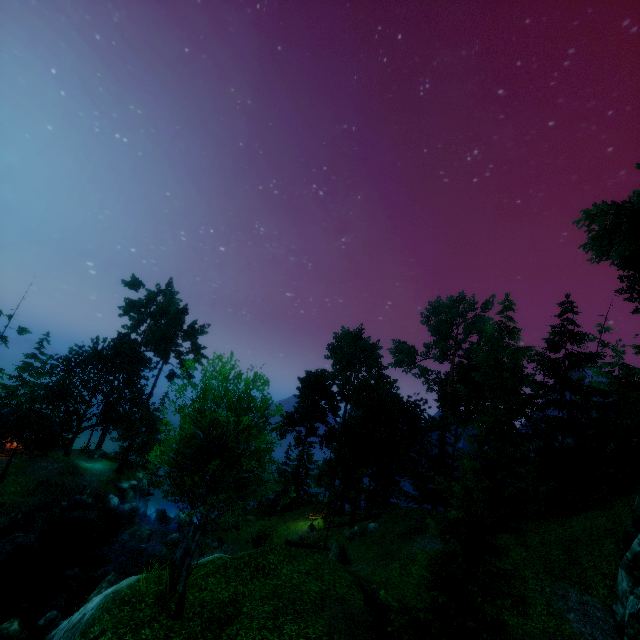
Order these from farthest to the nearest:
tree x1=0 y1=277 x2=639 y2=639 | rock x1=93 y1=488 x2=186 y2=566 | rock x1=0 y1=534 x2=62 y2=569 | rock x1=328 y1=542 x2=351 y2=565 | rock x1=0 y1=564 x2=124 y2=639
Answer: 1. rock x1=93 y1=488 x2=186 y2=566
2. rock x1=328 y1=542 x2=351 y2=565
3. rock x1=0 y1=534 x2=62 y2=569
4. rock x1=0 y1=564 x2=124 y2=639
5. tree x1=0 y1=277 x2=639 y2=639

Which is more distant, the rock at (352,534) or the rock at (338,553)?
the rock at (352,534)

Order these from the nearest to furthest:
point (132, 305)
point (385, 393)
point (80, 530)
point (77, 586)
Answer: point (77, 586)
point (80, 530)
point (385, 393)
point (132, 305)

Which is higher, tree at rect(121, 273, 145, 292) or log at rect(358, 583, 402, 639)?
tree at rect(121, 273, 145, 292)

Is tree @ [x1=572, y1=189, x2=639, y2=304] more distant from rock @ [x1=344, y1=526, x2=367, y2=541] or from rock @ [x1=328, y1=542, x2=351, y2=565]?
rock @ [x1=328, y1=542, x2=351, y2=565]

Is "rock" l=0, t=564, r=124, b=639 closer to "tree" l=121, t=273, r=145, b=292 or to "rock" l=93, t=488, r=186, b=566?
"rock" l=93, t=488, r=186, b=566

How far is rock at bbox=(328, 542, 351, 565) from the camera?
22.3 meters

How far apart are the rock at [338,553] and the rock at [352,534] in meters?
3.3
